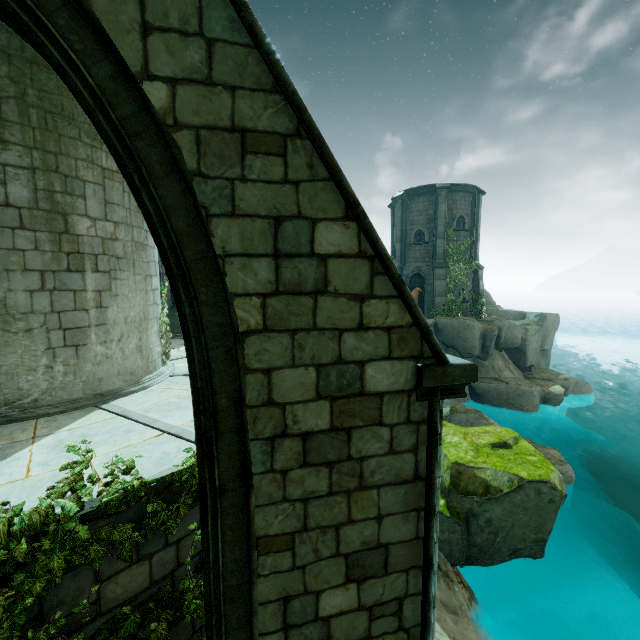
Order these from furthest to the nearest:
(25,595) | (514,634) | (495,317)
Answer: (495,317)
(514,634)
(25,595)

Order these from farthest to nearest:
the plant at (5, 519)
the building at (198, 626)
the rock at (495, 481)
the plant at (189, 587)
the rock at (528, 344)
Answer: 1. the rock at (528, 344)
2. the rock at (495, 481)
3. the building at (198, 626)
4. the plant at (189, 587)
5. the plant at (5, 519)

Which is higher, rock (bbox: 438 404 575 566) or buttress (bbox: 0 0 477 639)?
buttress (bbox: 0 0 477 639)

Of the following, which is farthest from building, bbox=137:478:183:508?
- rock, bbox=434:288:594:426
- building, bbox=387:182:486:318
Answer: building, bbox=387:182:486:318

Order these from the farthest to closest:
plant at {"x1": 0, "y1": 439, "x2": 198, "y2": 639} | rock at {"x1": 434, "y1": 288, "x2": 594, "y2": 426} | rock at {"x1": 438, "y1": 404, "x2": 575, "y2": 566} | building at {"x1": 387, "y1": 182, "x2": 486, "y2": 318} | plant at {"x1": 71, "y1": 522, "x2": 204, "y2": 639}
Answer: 1. building at {"x1": 387, "y1": 182, "x2": 486, "y2": 318}
2. rock at {"x1": 434, "y1": 288, "x2": 594, "y2": 426}
3. rock at {"x1": 438, "y1": 404, "x2": 575, "y2": 566}
4. plant at {"x1": 71, "y1": 522, "x2": 204, "y2": 639}
5. plant at {"x1": 0, "y1": 439, "x2": 198, "y2": 639}

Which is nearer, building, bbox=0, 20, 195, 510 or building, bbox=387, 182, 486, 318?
building, bbox=0, 20, 195, 510

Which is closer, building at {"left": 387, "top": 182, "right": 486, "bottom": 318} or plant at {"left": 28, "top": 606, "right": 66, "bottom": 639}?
plant at {"left": 28, "top": 606, "right": 66, "bottom": 639}

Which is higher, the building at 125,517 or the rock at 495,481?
the building at 125,517
